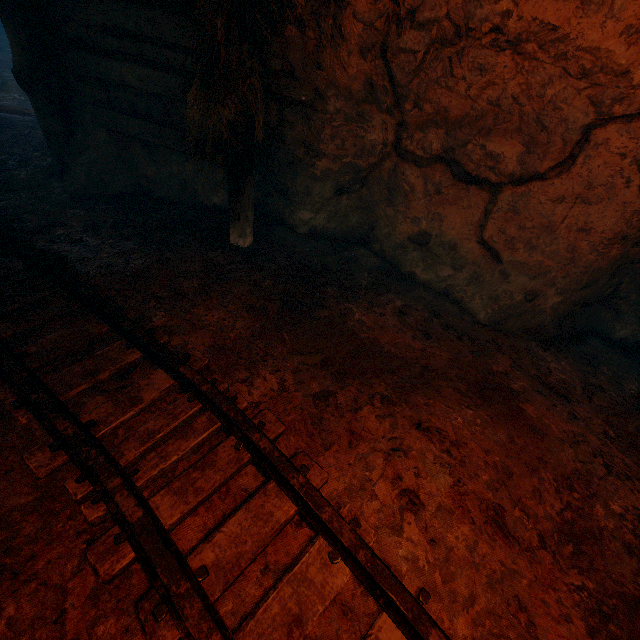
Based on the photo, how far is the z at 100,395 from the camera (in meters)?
2.12

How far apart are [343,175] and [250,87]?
1.47m

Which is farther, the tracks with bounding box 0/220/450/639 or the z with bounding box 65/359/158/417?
the z with bounding box 65/359/158/417

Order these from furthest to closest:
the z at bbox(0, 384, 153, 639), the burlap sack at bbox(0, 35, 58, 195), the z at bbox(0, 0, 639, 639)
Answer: the burlap sack at bbox(0, 35, 58, 195) → the z at bbox(0, 0, 639, 639) → the z at bbox(0, 384, 153, 639)

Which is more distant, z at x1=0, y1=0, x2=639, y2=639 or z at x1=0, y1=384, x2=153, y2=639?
z at x1=0, y1=0, x2=639, y2=639

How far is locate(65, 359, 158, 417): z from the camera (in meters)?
2.12
